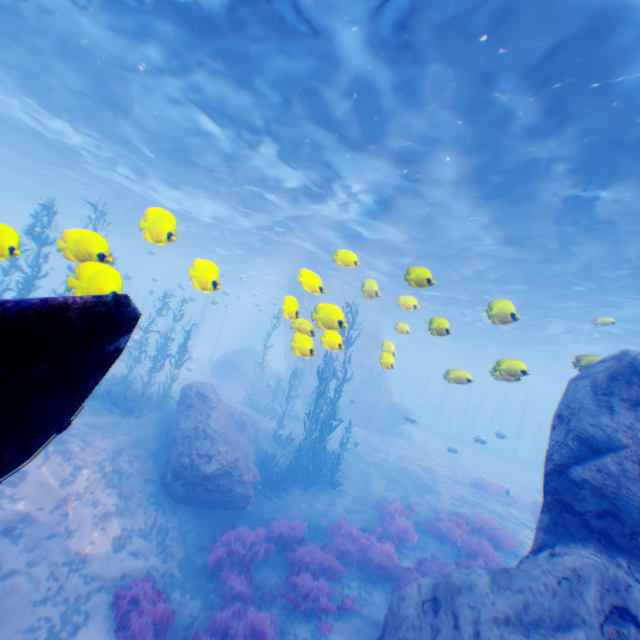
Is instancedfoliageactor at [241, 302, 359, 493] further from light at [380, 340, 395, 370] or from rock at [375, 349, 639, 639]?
light at [380, 340, 395, 370]

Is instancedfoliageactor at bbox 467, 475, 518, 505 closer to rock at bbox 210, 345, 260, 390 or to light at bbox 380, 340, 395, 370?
rock at bbox 210, 345, 260, 390

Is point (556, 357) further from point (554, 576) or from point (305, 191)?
point (554, 576)

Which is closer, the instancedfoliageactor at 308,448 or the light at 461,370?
the light at 461,370

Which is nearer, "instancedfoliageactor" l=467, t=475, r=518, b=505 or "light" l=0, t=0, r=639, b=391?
"light" l=0, t=0, r=639, b=391

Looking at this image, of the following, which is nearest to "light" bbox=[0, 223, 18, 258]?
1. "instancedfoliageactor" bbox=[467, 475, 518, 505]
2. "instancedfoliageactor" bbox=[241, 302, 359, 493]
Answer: "instancedfoliageactor" bbox=[241, 302, 359, 493]

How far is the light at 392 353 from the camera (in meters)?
7.11

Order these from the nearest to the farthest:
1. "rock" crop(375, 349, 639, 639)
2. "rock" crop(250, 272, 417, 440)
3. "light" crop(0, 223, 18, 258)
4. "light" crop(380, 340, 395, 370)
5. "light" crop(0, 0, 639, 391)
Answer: "light" crop(0, 223, 18, 258) → "rock" crop(375, 349, 639, 639) → "rock" crop(250, 272, 417, 440) → "light" crop(380, 340, 395, 370) → "light" crop(0, 0, 639, 391)
